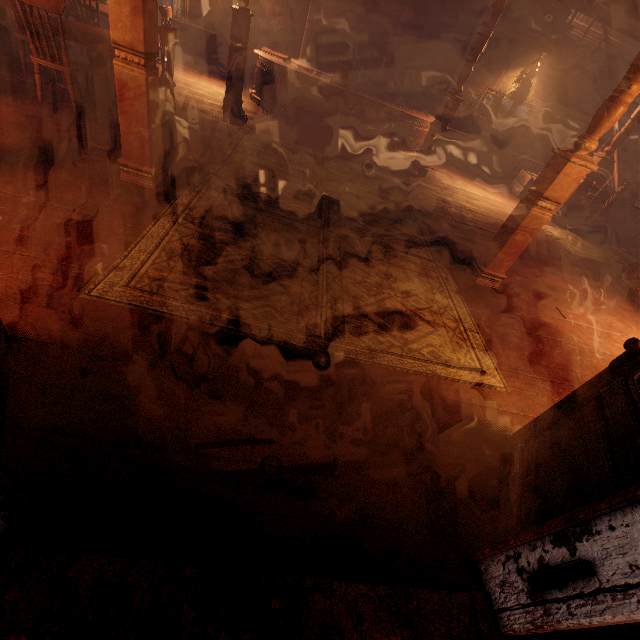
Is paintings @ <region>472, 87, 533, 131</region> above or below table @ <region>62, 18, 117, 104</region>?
above

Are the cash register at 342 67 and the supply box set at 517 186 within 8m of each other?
yes

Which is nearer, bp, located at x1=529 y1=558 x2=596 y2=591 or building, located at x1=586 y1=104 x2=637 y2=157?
bp, located at x1=529 y1=558 x2=596 y2=591

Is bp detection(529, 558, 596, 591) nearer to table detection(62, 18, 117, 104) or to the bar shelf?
table detection(62, 18, 117, 104)

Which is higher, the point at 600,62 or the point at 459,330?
the point at 600,62

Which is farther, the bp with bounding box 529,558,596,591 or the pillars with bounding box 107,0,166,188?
the pillars with bounding box 107,0,166,188

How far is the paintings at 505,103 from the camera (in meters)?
8.91

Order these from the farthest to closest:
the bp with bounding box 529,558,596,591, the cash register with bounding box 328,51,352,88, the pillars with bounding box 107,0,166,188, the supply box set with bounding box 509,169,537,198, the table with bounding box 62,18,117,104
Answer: the supply box set with bounding box 509,169,537,198, the cash register with bounding box 328,51,352,88, the table with bounding box 62,18,117,104, the pillars with bounding box 107,0,166,188, the bp with bounding box 529,558,596,591
